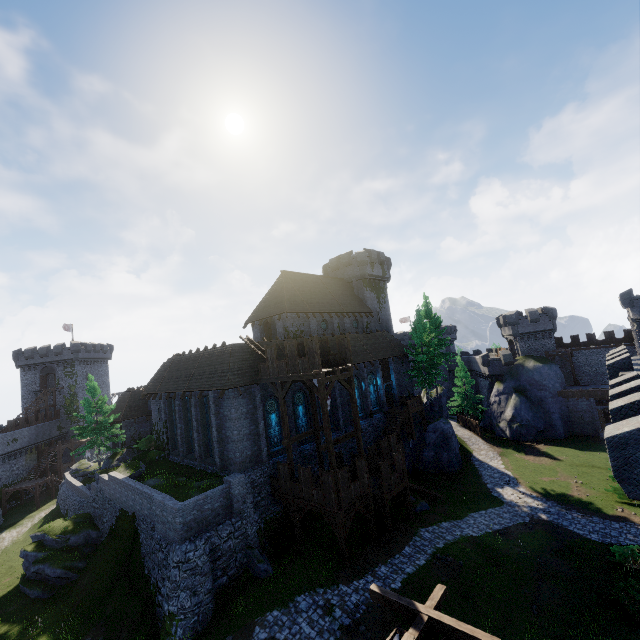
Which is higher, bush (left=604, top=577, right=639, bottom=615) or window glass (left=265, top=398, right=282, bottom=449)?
window glass (left=265, top=398, right=282, bottom=449)

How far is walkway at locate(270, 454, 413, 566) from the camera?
18.6 meters

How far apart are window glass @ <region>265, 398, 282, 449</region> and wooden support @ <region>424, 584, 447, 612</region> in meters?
15.7 m

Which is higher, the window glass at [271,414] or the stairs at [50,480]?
the window glass at [271,414]

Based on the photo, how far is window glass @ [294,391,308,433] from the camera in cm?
2681

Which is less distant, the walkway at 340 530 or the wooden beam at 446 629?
the wooden beam at 446 629

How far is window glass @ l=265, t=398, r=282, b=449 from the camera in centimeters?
2455cm

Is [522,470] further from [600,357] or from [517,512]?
[600,357]
